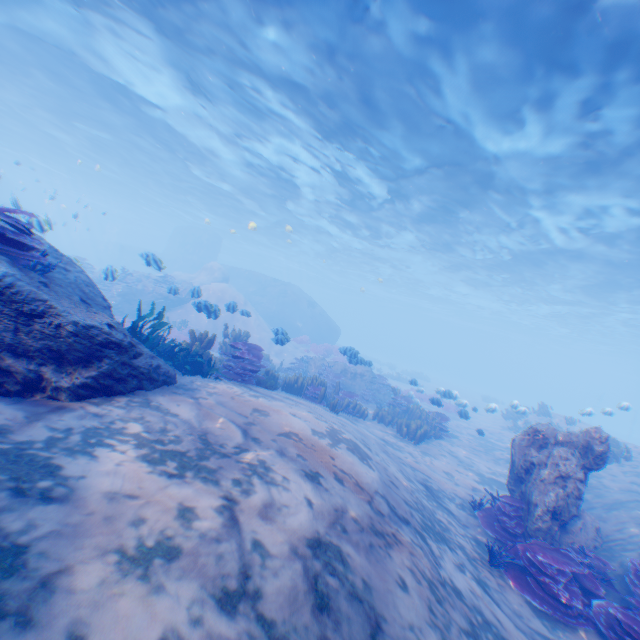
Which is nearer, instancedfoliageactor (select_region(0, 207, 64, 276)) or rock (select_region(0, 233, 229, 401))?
rock (select_region(0, 233, 229, 401))

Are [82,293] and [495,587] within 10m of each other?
yes

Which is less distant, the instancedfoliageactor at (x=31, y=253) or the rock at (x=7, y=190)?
the instancedfoliageactor at (x=31, y=253)

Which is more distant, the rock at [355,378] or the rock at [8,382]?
the rock at [355,378]

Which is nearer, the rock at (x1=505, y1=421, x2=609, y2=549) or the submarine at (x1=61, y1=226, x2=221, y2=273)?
the rock at (x1=505, y1=421, x2=609, y2=549)

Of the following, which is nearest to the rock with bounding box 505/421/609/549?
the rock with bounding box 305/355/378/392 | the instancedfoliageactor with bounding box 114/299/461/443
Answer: the instancedfoliageactor with bounding box 114/299/461/443

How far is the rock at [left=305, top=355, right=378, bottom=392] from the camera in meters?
18.3

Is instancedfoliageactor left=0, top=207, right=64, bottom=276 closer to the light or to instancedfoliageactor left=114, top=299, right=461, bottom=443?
instancedfoliageactor left=114, top=299, right=461, bottom=443
